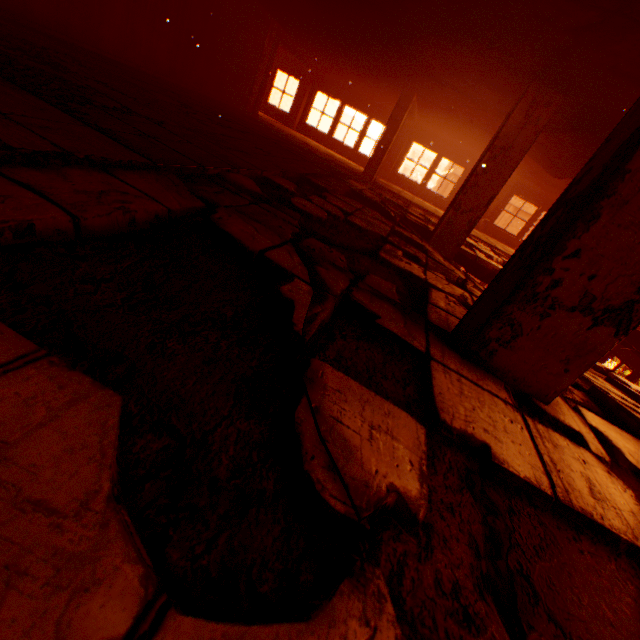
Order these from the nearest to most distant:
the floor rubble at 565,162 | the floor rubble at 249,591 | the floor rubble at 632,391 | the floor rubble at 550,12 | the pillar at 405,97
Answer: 1. the floor rubble at 249,591
2. the floor rubble at 632,391
3. the floor rubble at 550,12
4. the floor rubble at 565,162
5. the pillar at 405,97

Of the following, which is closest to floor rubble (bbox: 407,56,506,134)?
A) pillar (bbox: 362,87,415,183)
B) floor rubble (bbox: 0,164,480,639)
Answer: pillar (bbox: 362,87,415,183)

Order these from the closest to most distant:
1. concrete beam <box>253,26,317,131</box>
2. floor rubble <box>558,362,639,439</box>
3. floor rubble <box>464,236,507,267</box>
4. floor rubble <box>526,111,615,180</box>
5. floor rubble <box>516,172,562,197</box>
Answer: floor rubble <box>558,362,639,439</box> < floor rubble <box>526,111,615,180</box> < floor rubble <box>464,236,507,267</box> < concrete beam <box>253,26,317,131</box> < floor rubble <box>516,172,562,197</box>

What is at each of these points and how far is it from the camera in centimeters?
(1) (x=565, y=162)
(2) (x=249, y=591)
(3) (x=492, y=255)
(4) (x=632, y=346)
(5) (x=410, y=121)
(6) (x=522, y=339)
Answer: (1) floor rubble, 724cm
(2) floor rubble, 65cm
(3) floor rubble, 805cm
(4) floor rubble, 773cm
(5) concrete beam, 1259cm
(6) pillar, 180cm

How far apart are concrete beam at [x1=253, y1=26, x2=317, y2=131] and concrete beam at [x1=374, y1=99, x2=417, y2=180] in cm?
457

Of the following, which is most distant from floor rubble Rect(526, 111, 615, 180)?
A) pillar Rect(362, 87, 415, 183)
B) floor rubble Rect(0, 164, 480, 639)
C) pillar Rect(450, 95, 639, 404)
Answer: floor rubble Rect(0, 164, 480, 639)

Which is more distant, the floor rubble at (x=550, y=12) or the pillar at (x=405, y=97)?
the pillar at (x=405, y=97)

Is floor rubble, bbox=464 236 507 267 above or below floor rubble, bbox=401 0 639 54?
below
